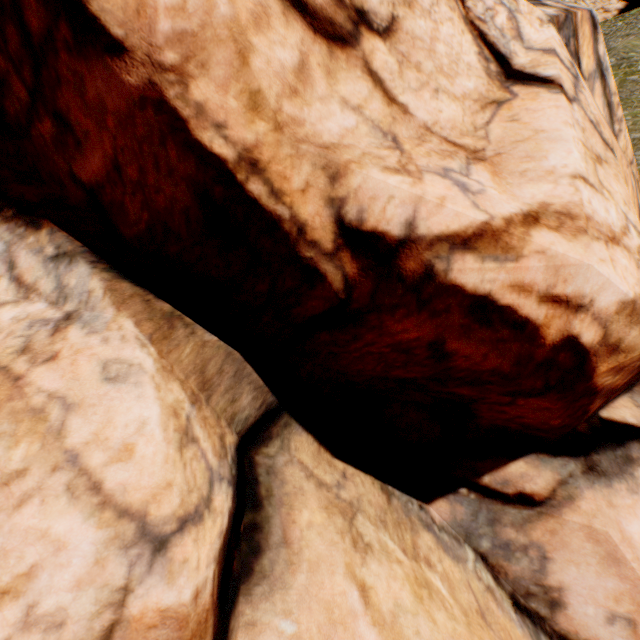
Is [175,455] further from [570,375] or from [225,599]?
[570,375]
